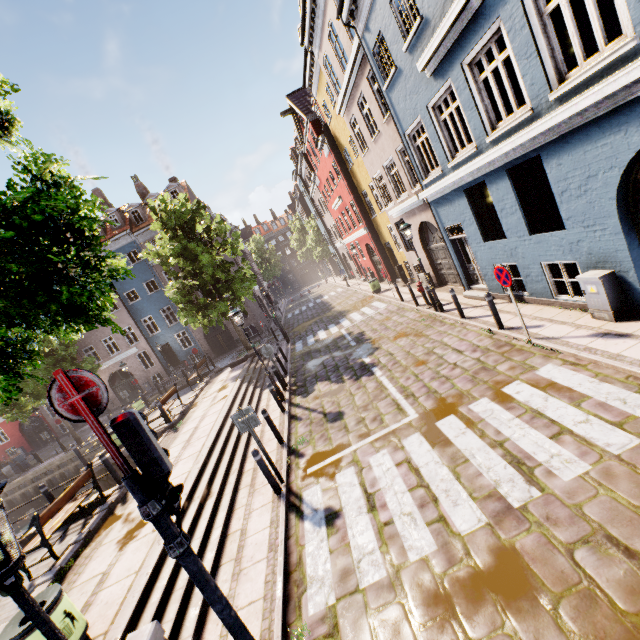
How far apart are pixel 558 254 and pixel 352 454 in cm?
678

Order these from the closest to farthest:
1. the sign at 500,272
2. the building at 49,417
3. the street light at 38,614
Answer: the street light at 38,614 < the sign at 500,272 < the building at 49,417

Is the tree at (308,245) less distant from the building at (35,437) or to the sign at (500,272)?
the building at (35,437)

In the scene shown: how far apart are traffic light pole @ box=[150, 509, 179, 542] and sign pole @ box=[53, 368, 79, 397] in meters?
0.5 m

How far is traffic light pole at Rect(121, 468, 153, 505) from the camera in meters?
3.2 m

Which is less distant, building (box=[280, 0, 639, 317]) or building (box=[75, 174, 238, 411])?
building (box=[280, 0, 639, 317])

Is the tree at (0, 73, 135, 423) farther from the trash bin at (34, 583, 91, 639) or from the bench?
the bench

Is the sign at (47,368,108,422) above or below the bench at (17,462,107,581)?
above
